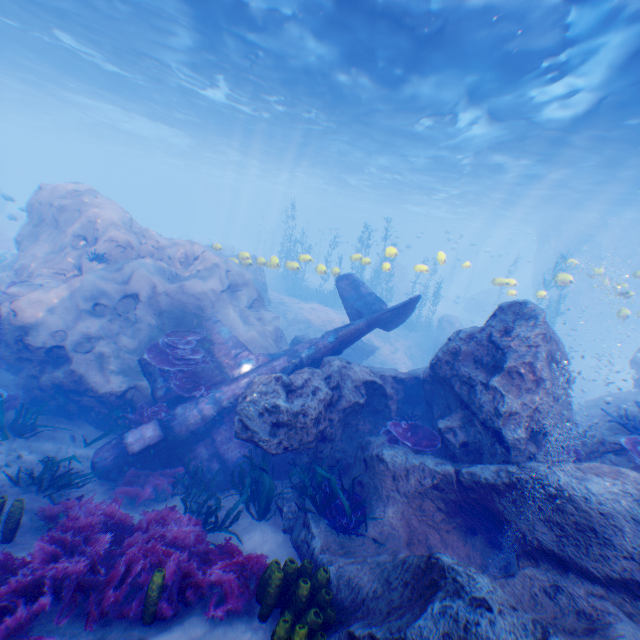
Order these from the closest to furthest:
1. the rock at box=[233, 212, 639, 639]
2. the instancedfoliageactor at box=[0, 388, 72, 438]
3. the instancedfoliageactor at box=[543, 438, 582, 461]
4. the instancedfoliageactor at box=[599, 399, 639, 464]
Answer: the rock at box=[233, 212, 639, 639] → the instancedfoliageactor at box=[599, 399, 639, 464] → the instancedfoliageactor at box=[543, 438, 582, 461] → the instancedfoliageactor at box=[0, 388, 72, 438]

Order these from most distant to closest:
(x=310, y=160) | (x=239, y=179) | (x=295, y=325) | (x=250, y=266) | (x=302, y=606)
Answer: (x=239, y=179) < (x=310, y=160) < (x=295, y=325) < (x=250, y=266) < (x=302, y=606)

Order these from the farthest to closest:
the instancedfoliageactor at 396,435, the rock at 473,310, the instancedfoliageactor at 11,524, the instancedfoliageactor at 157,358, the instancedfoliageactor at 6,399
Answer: the instancedfoliageactor at 157,358 < the instancedfoliageactor at 6,399 < the instancedfoliageactor at 396,435 < the instancedfoliageactor at 11,524 < the rock at 473,310

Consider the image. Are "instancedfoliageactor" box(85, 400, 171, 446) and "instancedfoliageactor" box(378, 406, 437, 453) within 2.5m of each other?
no

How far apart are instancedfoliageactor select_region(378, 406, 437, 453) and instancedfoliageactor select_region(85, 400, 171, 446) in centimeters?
531cm

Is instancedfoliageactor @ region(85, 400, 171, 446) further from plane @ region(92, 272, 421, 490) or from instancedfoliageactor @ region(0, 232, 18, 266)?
instancedfoliageactor @ region(0, 232, 18, 266)

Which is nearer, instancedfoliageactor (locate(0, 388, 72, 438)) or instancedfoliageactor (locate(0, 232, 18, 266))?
instancedfoliageactor (locate(0, 388, 72, 438))

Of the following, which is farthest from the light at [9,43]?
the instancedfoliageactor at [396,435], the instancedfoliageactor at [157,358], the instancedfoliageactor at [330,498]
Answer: the instancedfoliageactor at [330,498]
